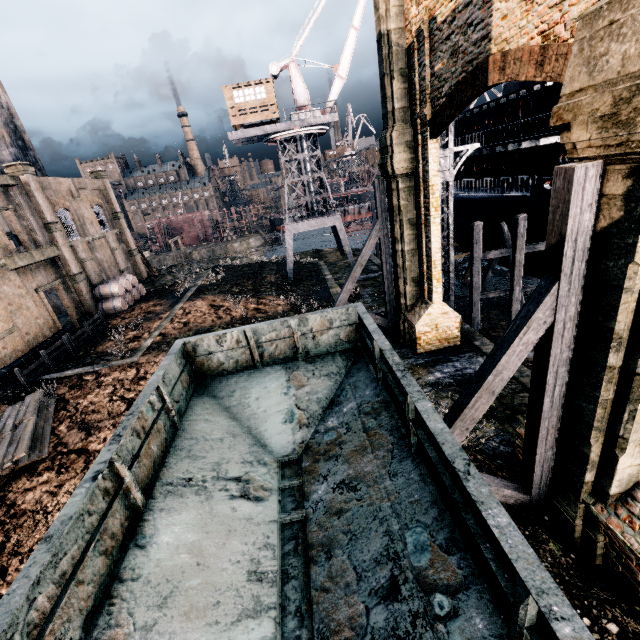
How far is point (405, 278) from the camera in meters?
17.8

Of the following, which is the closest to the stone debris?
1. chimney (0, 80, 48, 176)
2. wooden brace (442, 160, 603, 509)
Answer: chimney (0, 80, 48, 176)

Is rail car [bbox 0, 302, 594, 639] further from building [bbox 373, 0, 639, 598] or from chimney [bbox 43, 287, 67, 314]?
building [bbox 373, 0, 639, 598]

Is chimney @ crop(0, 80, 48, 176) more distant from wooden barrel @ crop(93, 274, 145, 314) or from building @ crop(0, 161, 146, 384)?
building @ crop(0, 161, 146, 384)

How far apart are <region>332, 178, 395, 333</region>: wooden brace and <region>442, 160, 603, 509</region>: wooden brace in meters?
11.7 m

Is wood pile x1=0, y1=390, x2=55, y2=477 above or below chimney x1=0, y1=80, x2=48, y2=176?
below

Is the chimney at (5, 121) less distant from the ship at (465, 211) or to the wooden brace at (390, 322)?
the wooden brace at (390, 322)

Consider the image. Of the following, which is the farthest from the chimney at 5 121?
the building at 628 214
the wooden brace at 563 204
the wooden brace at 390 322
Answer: the building at 628 214
